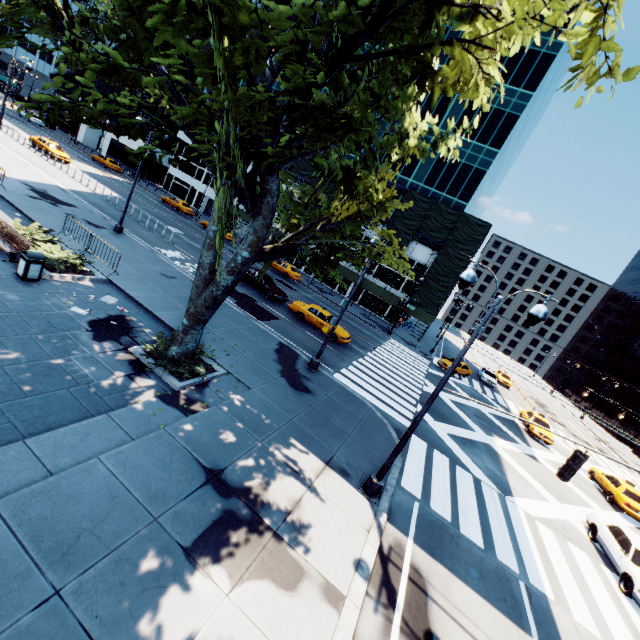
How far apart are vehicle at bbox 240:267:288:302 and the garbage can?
14.4m

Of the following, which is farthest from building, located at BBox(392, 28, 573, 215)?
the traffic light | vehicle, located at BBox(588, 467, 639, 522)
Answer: the traffic light

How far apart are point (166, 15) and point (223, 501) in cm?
1103

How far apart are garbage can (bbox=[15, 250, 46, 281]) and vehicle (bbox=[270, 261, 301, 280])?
26.6m

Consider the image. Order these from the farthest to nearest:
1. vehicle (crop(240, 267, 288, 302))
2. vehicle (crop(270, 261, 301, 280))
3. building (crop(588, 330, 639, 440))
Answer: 1. building (crop(588, 330, 639, 440))
2. vehicle (crop(270, 261, 301, 280))
3. vehicle (crop(240, 267, 288, 302))

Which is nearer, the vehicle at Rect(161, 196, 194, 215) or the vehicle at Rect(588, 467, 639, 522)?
the vehicle at Rect(588, 467, 639, 522)

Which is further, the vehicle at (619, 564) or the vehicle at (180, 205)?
the vehicle at (180, 205)

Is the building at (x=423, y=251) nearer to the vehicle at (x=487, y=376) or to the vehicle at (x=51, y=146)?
the vehicle at (x=487, y=376)
